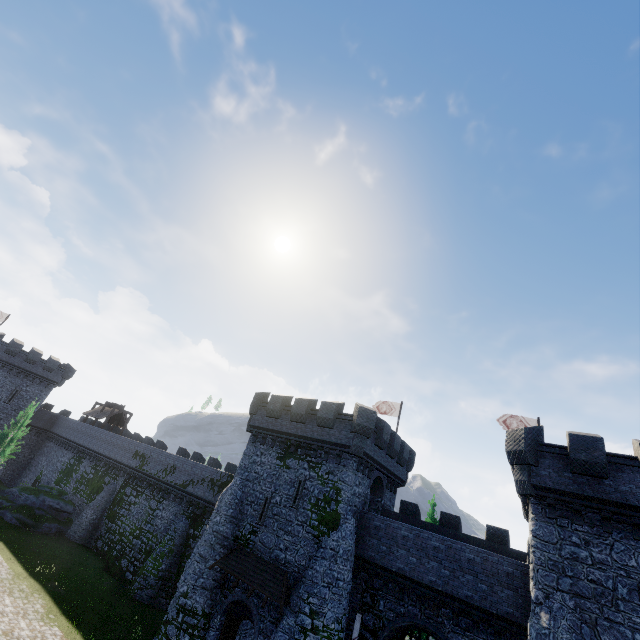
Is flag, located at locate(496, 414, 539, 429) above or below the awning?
above

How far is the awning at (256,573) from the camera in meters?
18.4

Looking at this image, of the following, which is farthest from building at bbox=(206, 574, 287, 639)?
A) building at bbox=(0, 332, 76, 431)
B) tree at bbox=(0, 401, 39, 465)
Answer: building at bbox=(0, 332, 76, 431)

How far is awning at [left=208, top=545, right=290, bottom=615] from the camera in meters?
18.4 m

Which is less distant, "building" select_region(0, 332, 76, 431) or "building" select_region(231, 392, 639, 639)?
"building" select_region(231, 392, 639, 639)

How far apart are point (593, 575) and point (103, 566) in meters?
36.8

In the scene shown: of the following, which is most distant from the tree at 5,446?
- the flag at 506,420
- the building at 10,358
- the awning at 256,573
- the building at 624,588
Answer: the flag at 506,420

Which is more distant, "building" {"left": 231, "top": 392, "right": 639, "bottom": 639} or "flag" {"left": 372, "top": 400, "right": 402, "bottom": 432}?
"flag" {"left": 372, "top": 400, "right": 402, "bottom": 432}
